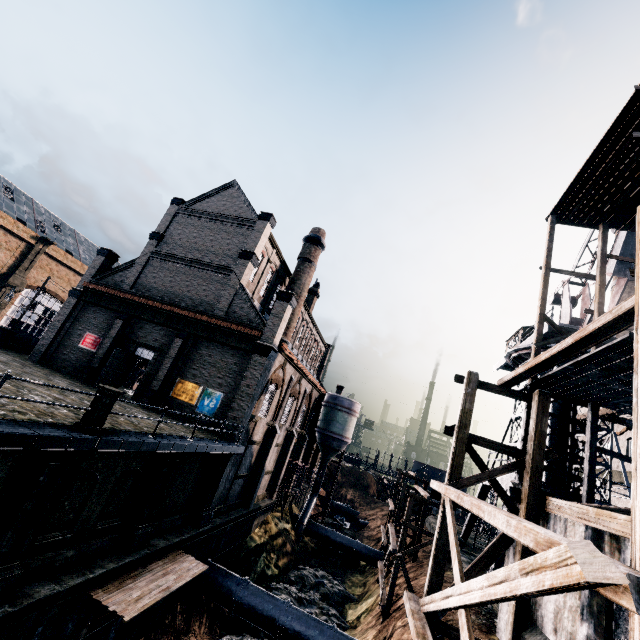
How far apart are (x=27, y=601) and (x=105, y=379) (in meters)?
16.44

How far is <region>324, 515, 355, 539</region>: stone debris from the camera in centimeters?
4625cm

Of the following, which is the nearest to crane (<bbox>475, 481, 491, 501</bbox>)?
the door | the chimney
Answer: the chimney

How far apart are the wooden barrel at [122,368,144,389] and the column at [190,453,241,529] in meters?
19.4 m

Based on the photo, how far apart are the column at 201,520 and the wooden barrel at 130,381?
19.4m

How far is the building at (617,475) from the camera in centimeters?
2641cm

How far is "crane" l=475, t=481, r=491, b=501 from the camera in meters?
27.7 m

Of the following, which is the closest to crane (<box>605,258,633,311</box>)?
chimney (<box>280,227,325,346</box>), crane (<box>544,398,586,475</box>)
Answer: crane (<box>544,398,586,475</box>)
